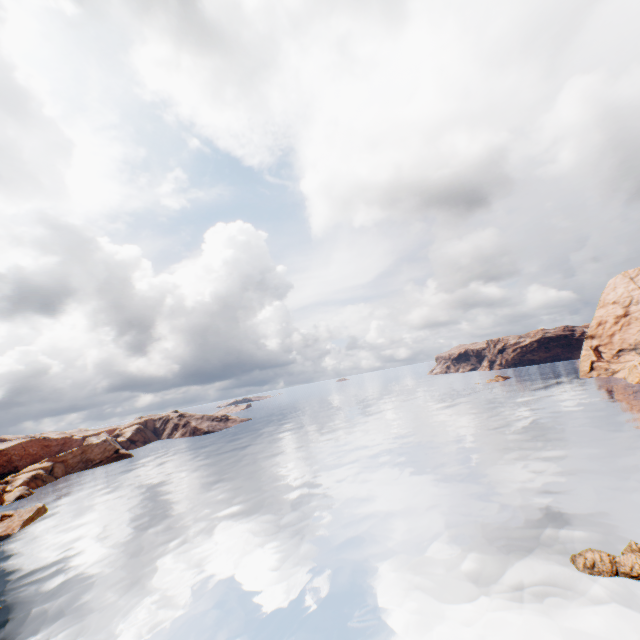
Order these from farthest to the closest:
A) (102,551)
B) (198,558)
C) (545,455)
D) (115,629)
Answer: (545,455) < (102,551) < (198,558) < (115,629)

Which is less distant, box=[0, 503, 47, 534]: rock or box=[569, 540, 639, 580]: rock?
box=[569, 540, 639, 580]: rock

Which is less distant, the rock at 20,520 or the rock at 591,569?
the rock at 591,569

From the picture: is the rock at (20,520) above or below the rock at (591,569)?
above

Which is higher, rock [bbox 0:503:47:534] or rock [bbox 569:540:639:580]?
rock [bbox 0:503:47:534]
